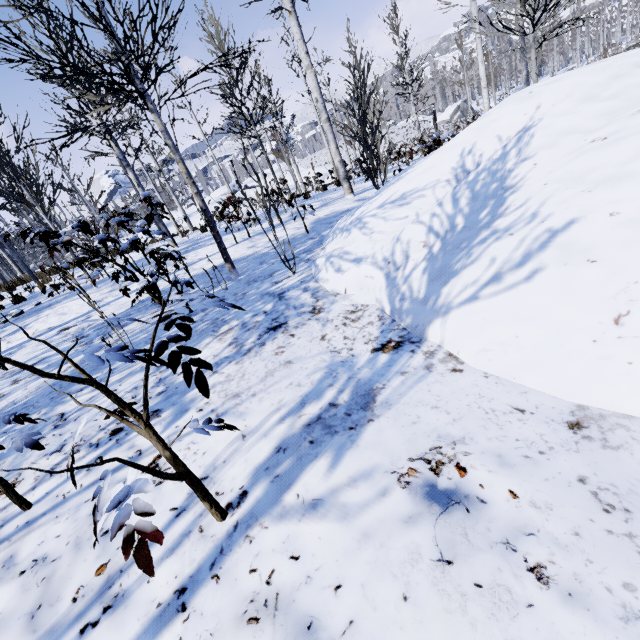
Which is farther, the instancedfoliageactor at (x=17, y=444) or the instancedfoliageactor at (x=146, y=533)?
the instancedfoliageactor at (x=17, y=444)

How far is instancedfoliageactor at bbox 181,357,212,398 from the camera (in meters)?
1.02

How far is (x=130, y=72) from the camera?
3.14m

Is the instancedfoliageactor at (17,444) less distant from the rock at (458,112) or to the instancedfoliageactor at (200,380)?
the instancedfoliageactor at (200,380)

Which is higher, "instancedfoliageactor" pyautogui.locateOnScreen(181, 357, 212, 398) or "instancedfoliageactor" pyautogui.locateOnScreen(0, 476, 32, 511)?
"instancedfoliageactor" pyautogui.locateOnScreen(181, 357, 212, 398)

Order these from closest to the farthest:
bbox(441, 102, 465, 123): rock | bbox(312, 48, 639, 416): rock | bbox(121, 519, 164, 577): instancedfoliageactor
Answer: bbox(121, 519, 164, 577): instancedfoliageactor, bbox(312, 48, 639, 416): rock, bbox(441, 102, 465, 123): rock

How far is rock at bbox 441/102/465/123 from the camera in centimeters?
5922cm
